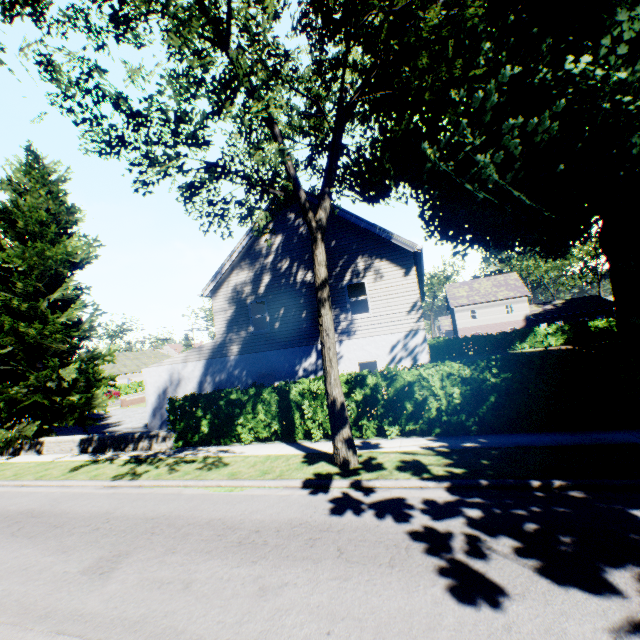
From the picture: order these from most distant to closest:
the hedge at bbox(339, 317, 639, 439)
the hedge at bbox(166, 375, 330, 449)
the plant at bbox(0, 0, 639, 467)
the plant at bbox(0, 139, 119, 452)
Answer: the plant at bbox(0, 139, 119, 452) < the hedge at bbox(166, 375, 330, 449) < the hedge at bbox(339, 317, 639, 439) < the plant at bbox(0, 0, 639, 467)

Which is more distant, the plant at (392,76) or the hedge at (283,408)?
the hedge at (283,408)

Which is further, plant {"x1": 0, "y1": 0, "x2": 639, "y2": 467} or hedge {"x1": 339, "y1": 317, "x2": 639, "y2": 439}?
hedge {"x1": 339, "y1": 317, "x2": 639, "y2": 439}

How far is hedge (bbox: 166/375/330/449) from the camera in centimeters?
1147cm

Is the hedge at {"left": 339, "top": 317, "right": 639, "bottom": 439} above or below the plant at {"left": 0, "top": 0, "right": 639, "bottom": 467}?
below

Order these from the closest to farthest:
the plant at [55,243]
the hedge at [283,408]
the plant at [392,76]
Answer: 1. the plant at [392,76]
2. the hedge at [283,408]
3. the plant at [55,243]

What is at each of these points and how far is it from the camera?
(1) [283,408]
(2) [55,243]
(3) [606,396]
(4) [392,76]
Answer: (1) hedge, 13.0 meters
(2) plant, 17.4 meters
(3) hedge, 9.7 meters
(4) plant, 12.3 meters
